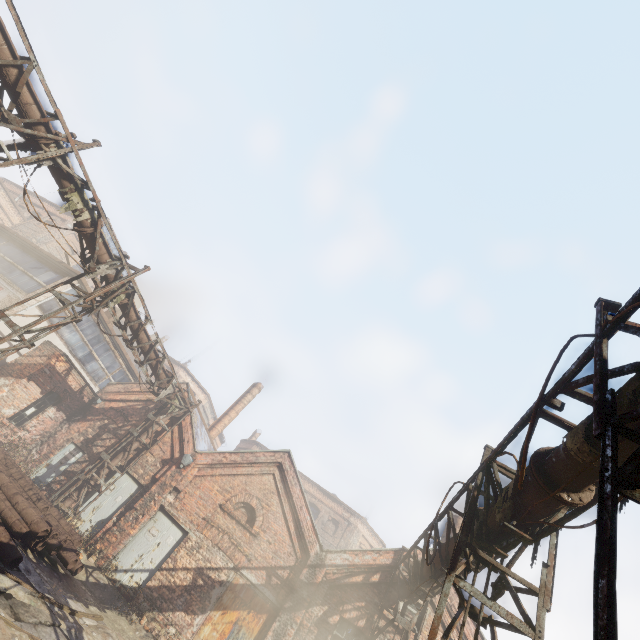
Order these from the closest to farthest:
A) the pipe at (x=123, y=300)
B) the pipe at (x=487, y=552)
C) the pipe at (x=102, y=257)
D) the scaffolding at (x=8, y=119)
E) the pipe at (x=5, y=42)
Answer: the pipe at (x=487, y=552)
the pipe at (x=5, y=42)
the scaffolding at (x=8, y=119)
the pipe at (x=102, y=257)
the pipe at (x=123, y=300)

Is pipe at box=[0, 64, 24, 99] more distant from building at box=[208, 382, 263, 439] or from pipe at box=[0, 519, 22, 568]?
building at box=[208, 382, 263, 439]

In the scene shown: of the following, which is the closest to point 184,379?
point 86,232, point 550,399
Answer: point 86,232

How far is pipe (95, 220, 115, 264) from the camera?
9.6m

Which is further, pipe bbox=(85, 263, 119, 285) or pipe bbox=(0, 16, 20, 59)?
pipe bbox=(85, 263, 119, 285)

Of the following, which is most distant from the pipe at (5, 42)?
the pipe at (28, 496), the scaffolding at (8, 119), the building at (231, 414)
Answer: the building at (231, 414)

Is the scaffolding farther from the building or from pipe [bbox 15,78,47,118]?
the building

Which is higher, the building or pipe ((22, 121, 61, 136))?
the building
